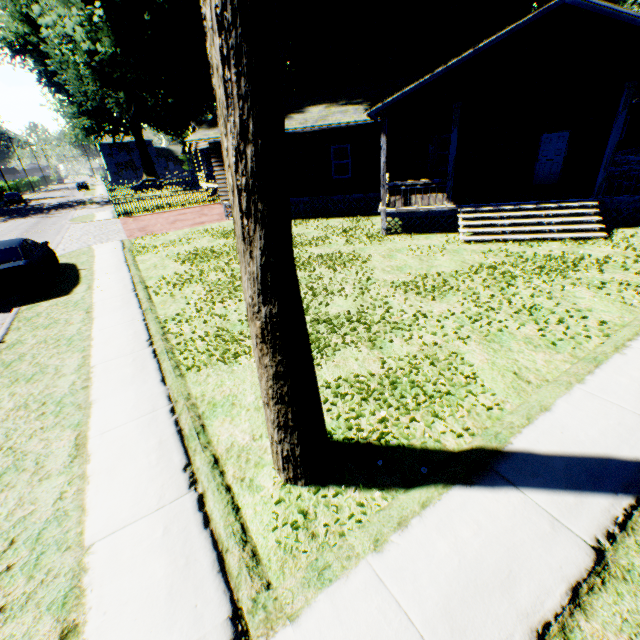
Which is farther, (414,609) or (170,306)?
(170,306)

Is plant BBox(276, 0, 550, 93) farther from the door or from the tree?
the door

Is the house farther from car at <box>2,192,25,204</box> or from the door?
car at <box>2,192,25,204</box>

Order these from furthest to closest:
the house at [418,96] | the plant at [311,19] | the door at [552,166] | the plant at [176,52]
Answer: the plant at [311,19] < the plant at [176,52] < the door at [552,166] < the house at [418,96]

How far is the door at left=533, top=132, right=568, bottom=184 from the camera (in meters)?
14.80

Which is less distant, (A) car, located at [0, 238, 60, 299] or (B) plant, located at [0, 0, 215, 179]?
(A) car, located at [0, 238, 60, 299]

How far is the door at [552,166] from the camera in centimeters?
1480cm

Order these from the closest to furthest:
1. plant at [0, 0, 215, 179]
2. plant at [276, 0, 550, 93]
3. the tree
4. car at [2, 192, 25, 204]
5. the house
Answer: the tree → the house → plant at [0, 0, 215, 179] → plant at [276, 0, 550, 93] → car at [2, 192, 25, 204]
